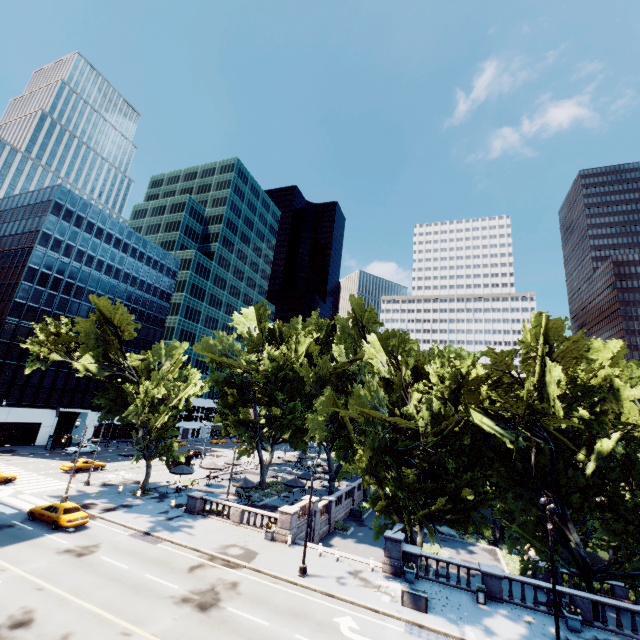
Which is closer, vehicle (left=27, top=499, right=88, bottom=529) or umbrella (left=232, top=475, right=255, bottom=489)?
vehicle (left=27, top=499, right=88, bottom=529)

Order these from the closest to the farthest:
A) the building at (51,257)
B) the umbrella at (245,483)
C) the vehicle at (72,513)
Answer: the vehicle at (72,513) → the umbrella at (245,483) → the building at (51,257)

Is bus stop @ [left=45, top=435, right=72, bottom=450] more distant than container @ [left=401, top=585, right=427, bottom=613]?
Yes

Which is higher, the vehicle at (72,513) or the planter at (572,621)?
the vehicle at (72,513)

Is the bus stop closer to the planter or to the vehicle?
the vehicle

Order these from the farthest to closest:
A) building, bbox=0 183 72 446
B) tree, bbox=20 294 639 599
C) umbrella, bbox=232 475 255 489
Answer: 1. building, bbox=0 183 72 446
2. umbrella, bbox=232 475 255 489
3. tree, bbox=20 294 639 599

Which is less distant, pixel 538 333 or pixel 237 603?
pixel 237 603

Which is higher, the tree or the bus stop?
the tree
